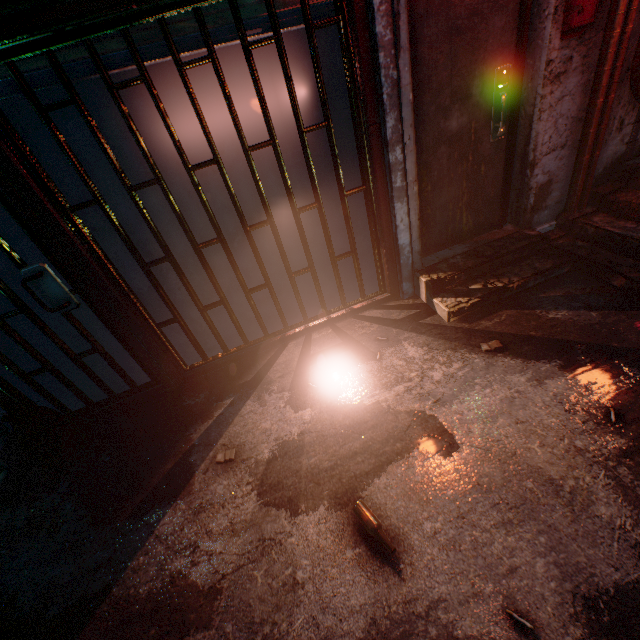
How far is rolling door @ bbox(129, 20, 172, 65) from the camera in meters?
1.7 m

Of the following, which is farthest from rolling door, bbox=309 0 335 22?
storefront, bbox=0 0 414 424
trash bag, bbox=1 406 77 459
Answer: trash bag, bbox=1 406 77 459

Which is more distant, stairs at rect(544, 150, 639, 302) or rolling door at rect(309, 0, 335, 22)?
stairs at rect(544, 150, 639, 302)

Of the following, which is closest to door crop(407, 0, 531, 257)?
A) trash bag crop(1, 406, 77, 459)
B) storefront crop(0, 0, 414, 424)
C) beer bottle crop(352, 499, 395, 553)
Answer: storefront crop(0, 0, 414, 424)

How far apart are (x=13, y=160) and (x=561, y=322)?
3.6m

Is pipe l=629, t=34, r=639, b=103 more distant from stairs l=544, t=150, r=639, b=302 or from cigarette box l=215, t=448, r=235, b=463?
cigarette box l=215, t=448, r=235, b=463

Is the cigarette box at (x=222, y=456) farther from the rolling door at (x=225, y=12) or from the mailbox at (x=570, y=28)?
the mailbox at (x=570, y=28)

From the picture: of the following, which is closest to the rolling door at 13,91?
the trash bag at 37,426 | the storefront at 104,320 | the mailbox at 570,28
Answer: the storefront at 104,320
